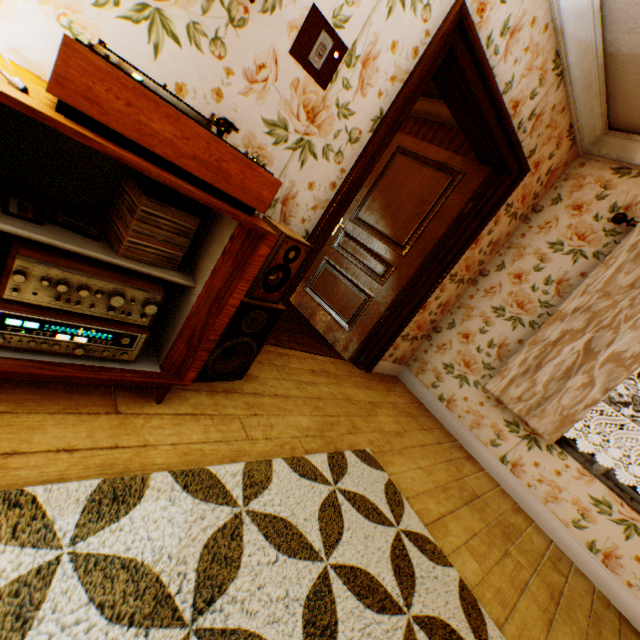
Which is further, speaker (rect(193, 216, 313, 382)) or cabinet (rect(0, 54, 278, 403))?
speaker (rect(193, 216, 313, 382))

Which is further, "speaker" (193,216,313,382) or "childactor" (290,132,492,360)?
"childactor" (290,132,492,360)

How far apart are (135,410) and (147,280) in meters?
0.6 m

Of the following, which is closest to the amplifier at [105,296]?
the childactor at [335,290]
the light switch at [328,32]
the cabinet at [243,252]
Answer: the cabinet at [243,252]

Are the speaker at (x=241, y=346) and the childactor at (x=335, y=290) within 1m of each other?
no

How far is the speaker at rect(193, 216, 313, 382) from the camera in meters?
1.7

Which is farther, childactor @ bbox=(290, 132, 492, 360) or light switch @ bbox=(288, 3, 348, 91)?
childactor @ bbox=(290, 132, 492, 360)

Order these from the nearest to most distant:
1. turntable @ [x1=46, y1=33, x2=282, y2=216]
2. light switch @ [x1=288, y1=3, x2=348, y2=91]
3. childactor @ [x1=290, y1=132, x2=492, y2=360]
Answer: turntable @ [x1=46, y1=33, x2=282, y2=216]
light switch @ [x1=288, y1=3, x2=348, y2=91]
childactor @ [x1=290, y1=132, x2=492, y2=360]
